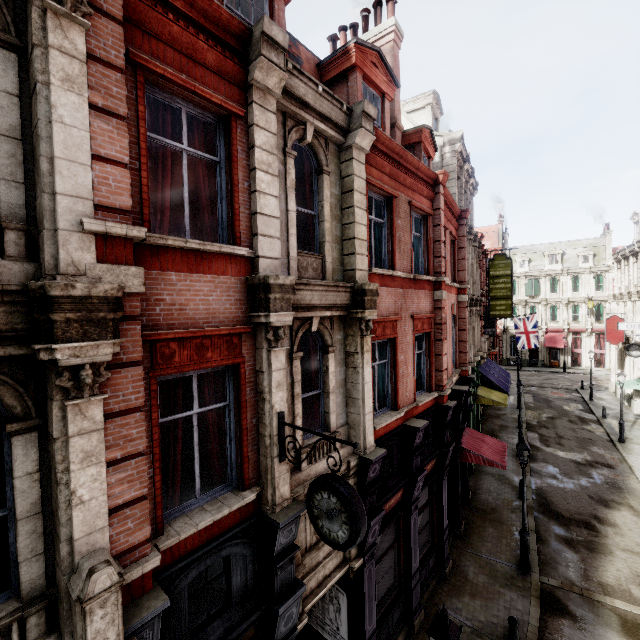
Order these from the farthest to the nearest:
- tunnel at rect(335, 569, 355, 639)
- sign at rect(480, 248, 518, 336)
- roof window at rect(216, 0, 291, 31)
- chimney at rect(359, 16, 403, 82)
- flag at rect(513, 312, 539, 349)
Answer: flag at rect(513, 312, 539, 349) → sign at rect(480, 248, 518, 336) → chimney at rect(359, 16, 403, 82) → tunnel at rect(335, 569, 355, 639) → roof window at rect(216, 0, 291, 31)

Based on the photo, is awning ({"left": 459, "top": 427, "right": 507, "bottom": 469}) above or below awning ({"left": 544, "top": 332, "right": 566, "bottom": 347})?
below

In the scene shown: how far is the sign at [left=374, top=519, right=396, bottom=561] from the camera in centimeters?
867cm

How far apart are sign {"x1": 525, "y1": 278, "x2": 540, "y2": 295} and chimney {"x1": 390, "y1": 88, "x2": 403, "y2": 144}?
43.9m

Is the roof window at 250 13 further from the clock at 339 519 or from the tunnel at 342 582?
the tunnel at 342 582

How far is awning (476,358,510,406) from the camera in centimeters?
2033cm

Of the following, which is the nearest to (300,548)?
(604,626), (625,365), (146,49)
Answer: (146,49)

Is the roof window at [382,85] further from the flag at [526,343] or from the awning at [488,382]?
the flag at [526,343]
